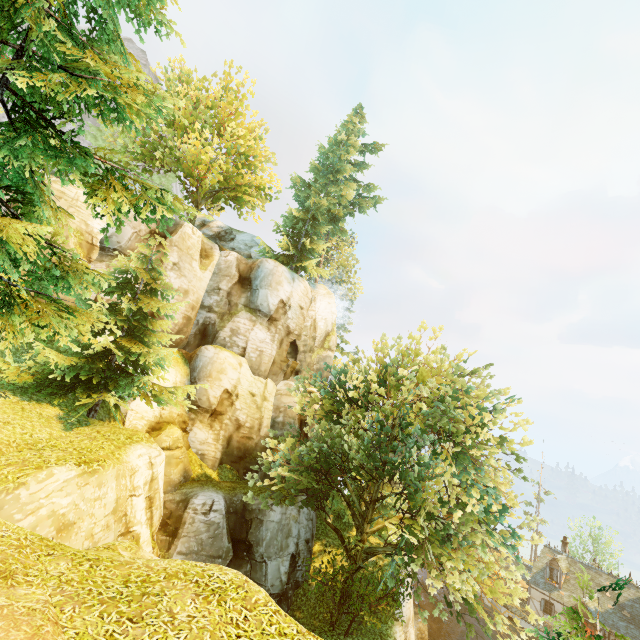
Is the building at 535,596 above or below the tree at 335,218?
below

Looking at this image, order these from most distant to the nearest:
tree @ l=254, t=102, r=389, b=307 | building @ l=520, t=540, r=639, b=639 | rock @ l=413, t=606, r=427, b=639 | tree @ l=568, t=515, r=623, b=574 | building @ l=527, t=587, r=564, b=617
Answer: tree @ l=568, t=515, r=623, b=574 → rock @ l=413, t=606, r=427, b=639 → building @ l=527, t=587, r=564, b=617 → tree @ l=254, t=102, r=389, b=307 → building @ l=520, t=540, r=639, b=639

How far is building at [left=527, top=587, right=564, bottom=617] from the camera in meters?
32.0

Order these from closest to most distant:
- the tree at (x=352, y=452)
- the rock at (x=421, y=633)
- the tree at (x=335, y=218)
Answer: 1. the tree at (x=352, y=452)
2. the tree at (x=335, y=218)
3. the rock at (x=421, y=633)

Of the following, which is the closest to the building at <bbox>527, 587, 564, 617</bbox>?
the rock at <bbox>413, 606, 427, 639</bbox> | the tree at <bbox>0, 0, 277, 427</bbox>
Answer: the tree at <bbox>0, 0, 277, 427</bbox>

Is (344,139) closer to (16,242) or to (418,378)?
(418,378)

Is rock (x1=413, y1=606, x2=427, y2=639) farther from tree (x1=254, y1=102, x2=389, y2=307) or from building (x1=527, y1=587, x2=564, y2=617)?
building (x1=527, y1=587, x2=564, y2=617)
